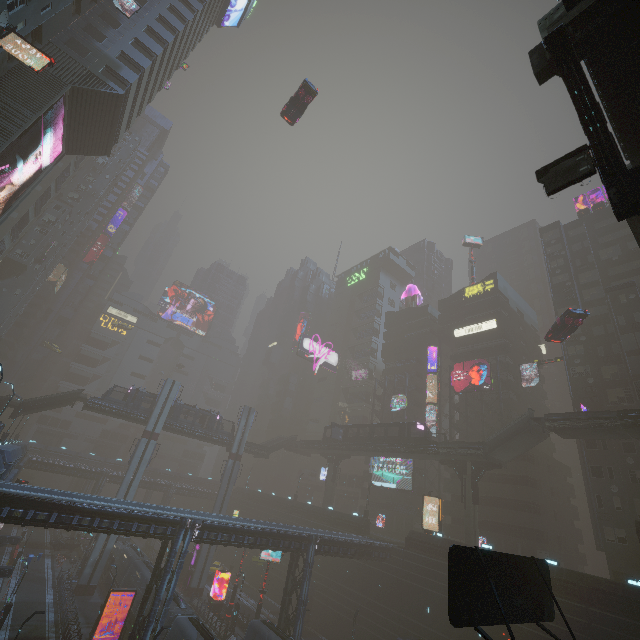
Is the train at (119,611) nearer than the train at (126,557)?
No

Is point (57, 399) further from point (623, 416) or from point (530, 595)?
point (623, 416)

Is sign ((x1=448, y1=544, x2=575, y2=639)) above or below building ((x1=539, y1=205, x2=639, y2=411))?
below

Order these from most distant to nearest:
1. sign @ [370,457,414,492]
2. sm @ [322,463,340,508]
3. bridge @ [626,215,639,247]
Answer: sm @ [322,463,340,508], sign @ [370,457,414,492], bridge @ [626,215,639,247]

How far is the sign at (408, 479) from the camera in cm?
5344

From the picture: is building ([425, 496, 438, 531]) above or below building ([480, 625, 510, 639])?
above

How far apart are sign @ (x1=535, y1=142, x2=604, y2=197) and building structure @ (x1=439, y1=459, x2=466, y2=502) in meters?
38.5 m

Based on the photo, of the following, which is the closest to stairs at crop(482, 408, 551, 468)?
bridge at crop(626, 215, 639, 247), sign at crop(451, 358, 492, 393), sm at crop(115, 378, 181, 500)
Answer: sign at crop(451, 358, 492, 393)
